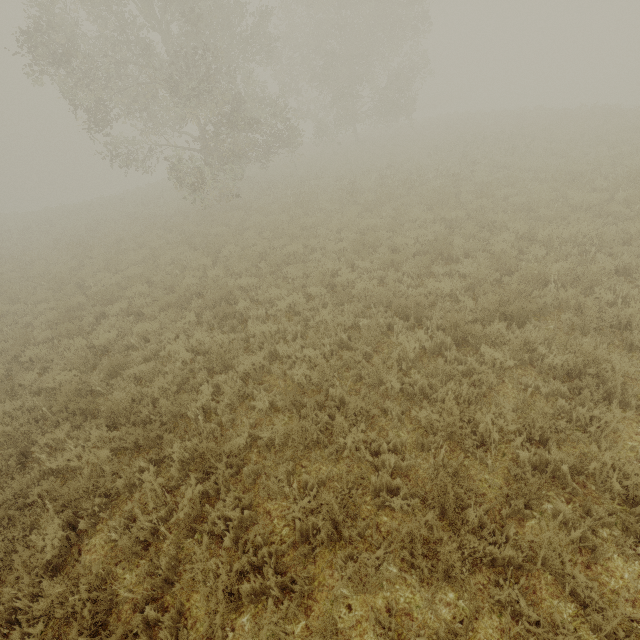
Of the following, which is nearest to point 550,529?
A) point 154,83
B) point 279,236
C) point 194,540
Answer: point 194,540
